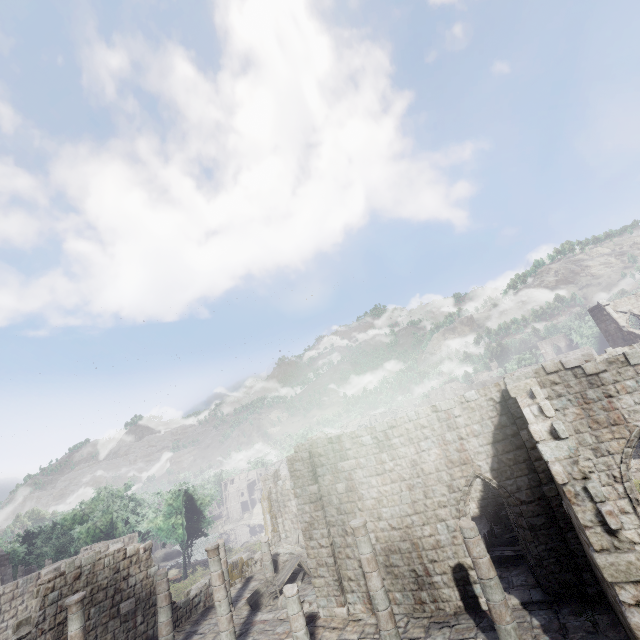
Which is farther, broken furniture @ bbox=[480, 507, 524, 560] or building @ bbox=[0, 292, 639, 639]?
broken furniture @ bbox=[480, 507, 524, 560]

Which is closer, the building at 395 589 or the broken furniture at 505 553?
the building at 395 589

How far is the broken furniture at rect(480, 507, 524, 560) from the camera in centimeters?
1345cm

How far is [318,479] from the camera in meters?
14.9 m

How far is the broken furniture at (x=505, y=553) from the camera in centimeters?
1345cm
